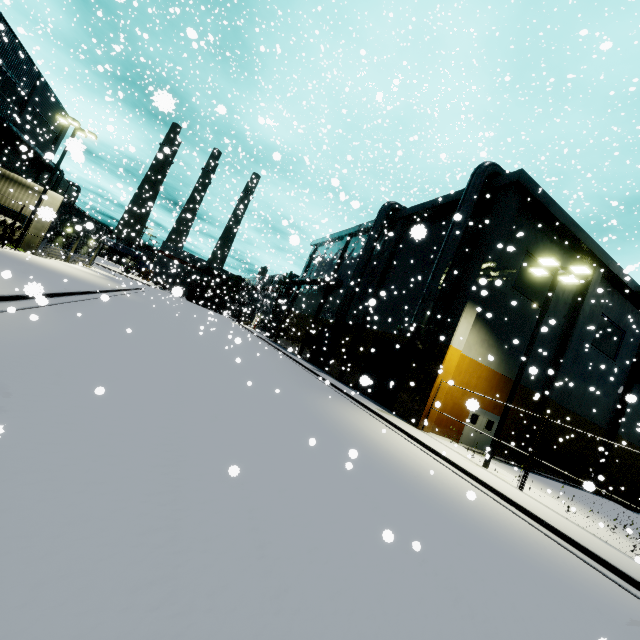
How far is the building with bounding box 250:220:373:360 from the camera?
33.6 meters

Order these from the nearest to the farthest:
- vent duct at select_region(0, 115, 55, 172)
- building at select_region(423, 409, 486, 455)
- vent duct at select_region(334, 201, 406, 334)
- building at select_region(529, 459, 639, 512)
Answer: building at select_region(423, 409, 486, 455)
building at select_region(529, 459, 639, 512)
vent duct at select_region(0, 115, 55, 172)
vent duct at select_region(334, 201, 406, 334)

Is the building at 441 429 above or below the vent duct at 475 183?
below

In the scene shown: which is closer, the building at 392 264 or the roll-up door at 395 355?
the roll-up door at 395 355

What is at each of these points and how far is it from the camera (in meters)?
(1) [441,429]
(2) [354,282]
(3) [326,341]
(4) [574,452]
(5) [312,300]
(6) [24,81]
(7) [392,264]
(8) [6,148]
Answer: (1) building, 18.84
(2) vent duct, 28.02
(3) roll-up door, 23.08
(4) building, 24.58
(5) building, 39.78
(6) building, 28.20
(7) building, 27.27
(8) building, 29.45

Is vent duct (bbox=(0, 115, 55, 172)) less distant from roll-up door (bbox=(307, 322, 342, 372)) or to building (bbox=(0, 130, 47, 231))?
building (bbox=(0, 130, 47, 231))

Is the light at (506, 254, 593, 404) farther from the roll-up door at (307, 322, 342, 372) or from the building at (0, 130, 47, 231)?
the roll-up door at (307, 322, 342, 372)

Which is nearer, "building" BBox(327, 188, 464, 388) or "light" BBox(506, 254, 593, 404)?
"light" BBox(506, 254, 593, 404)
